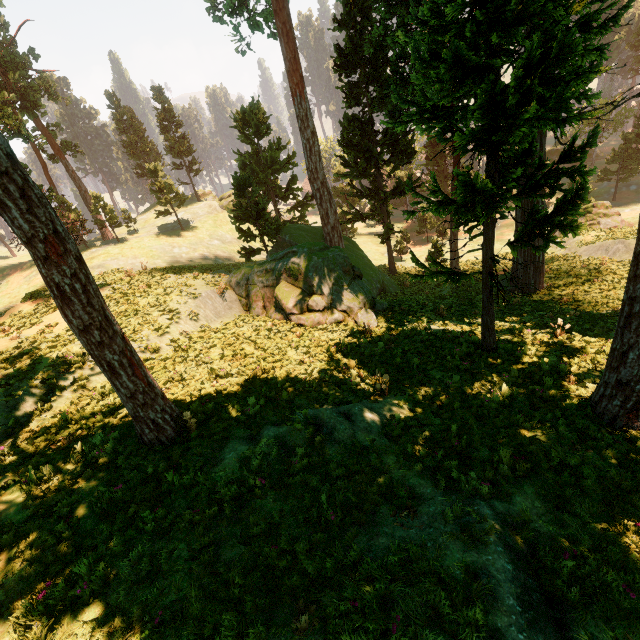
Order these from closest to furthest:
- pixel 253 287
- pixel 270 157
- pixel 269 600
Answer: pixel 269 600 < pixel 253 287 < pixel 270 157

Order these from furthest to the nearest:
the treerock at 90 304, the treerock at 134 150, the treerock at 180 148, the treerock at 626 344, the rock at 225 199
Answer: Result: the rock at 225 199 < the treerock at 180 148 < the treerock at 134 150 < the treerock at 626 344 < the treerock at 90 304

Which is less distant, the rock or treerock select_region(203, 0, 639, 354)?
treerock select_region(203, 0, 639, 354)

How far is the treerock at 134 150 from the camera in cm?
4072

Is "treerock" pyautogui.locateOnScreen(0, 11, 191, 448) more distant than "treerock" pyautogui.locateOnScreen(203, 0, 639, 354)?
No

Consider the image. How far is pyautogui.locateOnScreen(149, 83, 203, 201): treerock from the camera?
47.1 meters
